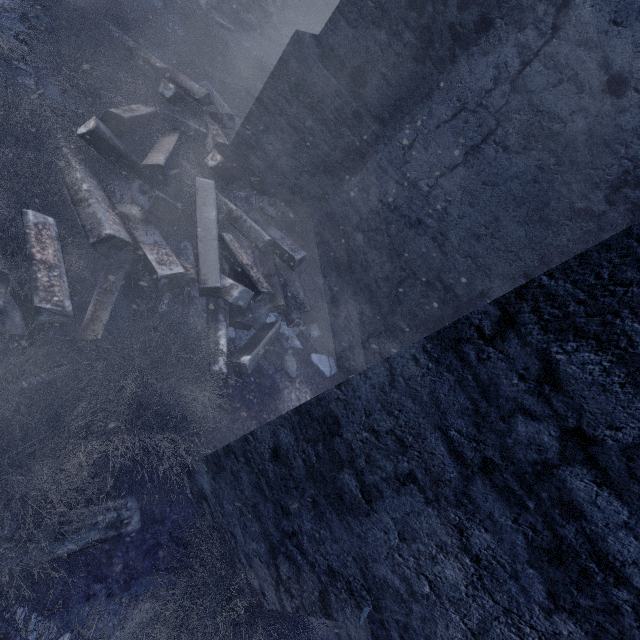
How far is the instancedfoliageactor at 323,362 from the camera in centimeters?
443cm

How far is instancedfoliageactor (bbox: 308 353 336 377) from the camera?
4.4 meters

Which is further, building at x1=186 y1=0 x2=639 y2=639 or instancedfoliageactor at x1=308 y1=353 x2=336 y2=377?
instancedfoliageactor at x1=308 y1=353 x2=336 y2=377

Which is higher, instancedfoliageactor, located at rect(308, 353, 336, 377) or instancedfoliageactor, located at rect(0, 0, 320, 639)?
instancedfoliageactor, located at rect(0, 0, 320, 639)

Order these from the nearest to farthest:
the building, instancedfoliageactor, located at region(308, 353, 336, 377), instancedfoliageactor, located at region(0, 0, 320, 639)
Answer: the building, instancedfoliageactor, located at region(0, 0, 320, 639), instancedfoliageactor, located at region(308, 353, 336, 377)

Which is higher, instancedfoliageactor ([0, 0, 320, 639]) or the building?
the building

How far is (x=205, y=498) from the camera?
2.5 meters

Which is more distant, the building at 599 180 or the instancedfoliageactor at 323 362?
the instancedfoliageactor at 323 362
